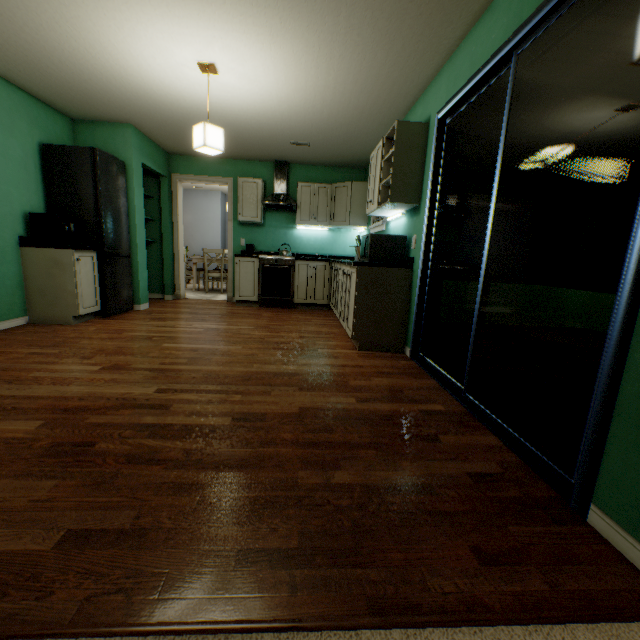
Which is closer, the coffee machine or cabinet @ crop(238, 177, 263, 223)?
the coffee machine

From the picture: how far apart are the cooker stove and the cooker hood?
0.8 meters

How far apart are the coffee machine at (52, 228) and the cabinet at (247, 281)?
2.1 meters

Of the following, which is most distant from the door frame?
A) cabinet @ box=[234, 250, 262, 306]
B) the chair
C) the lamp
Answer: the lamp

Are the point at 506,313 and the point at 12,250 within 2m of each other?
no

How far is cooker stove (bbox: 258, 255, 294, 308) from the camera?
5.38m

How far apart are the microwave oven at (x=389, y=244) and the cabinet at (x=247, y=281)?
2.34m

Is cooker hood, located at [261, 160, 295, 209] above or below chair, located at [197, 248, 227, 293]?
above
